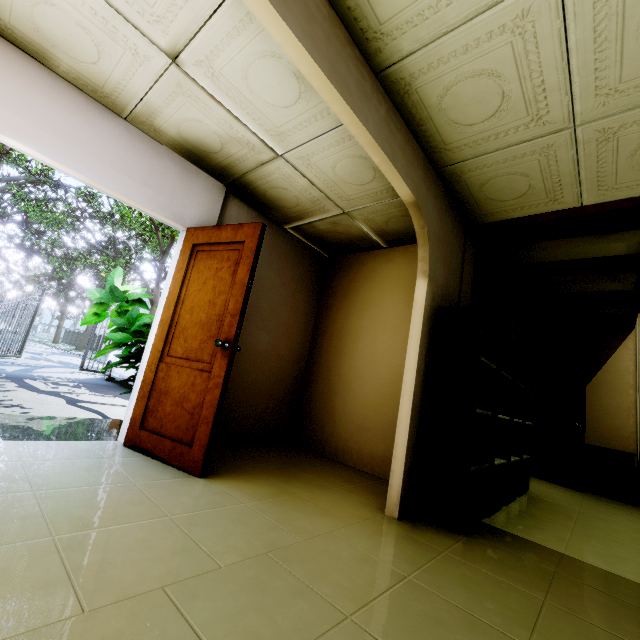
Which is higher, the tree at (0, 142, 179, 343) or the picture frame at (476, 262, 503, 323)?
the tree at (0, 142, 179, 343)

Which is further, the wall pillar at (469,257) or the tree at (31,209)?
the tree at (31,209)

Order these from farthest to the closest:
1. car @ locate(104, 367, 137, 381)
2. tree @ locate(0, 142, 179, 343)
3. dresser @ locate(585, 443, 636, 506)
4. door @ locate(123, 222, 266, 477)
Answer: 1. tree @ locate(0, 142, 179, 343)
2. car @ locate(104, 367, 137, 381)
3. dresser @ locate(585, 443, 636, 506)
4. door @ locate(123, 222, 266, 477)

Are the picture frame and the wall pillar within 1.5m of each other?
yes

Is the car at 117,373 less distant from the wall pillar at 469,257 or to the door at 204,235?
the door at 204,235

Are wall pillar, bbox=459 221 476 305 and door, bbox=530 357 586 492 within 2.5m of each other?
no

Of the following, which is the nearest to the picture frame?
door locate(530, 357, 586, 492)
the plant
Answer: door locate(530, 357, 586, 492)

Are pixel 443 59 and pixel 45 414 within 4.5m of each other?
no
